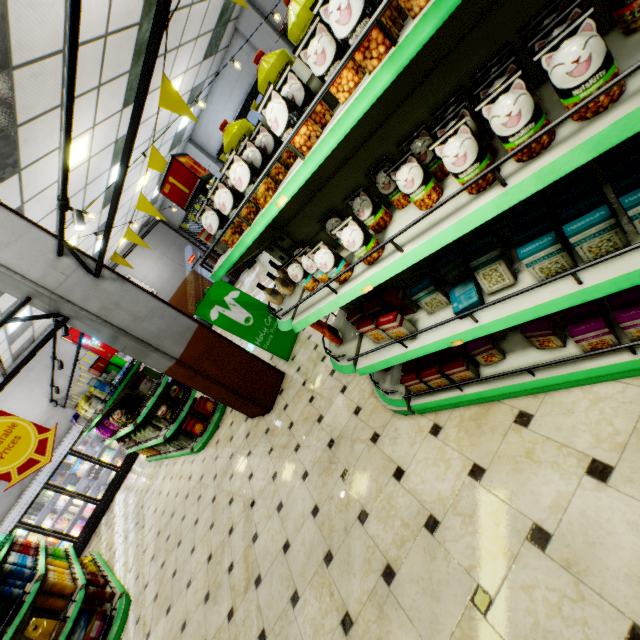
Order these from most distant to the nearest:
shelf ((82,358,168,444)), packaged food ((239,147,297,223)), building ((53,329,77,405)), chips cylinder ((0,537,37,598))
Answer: building ((53,329,77,405))
shelf ((82,358,168,444))
chips cylinder ((0,537,37,598))
packaged food ((239,147,297,223))

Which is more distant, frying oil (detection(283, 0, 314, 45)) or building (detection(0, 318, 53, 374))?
building (detection(0, 318, 53, 374))

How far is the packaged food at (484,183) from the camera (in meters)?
1.20

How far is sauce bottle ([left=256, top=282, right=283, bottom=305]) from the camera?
2.6 meters

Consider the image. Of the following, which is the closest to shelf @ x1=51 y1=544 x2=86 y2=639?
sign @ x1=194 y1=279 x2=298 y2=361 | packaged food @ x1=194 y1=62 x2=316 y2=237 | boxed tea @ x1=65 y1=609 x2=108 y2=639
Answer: boxed tea @ x1=65 y1=609 x2=108 y2=639

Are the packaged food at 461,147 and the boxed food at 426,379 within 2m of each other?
yes

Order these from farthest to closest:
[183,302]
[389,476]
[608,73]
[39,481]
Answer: [183,302] < [39,481] < [389,476] < [608,73]

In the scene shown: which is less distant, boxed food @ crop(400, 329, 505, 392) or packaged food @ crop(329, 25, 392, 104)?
packaged food @ crop(329, 25, 392, 104)
